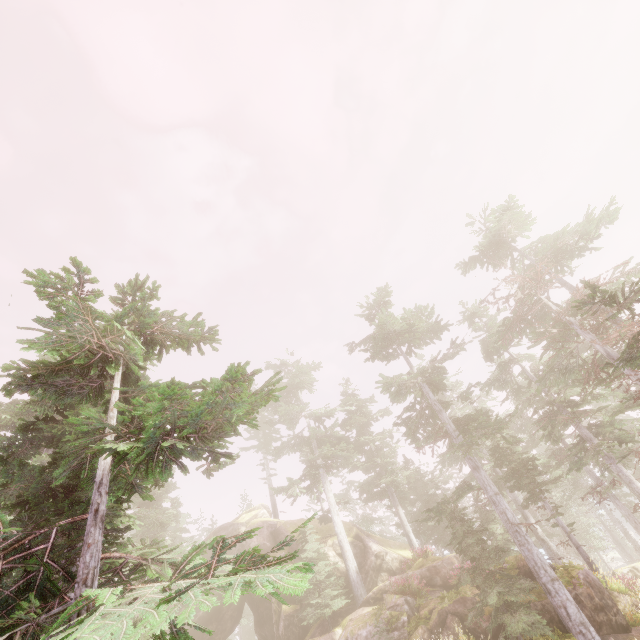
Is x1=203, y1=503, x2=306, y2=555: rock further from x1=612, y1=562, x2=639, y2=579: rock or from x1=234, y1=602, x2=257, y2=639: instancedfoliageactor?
x1=612, y1=562, x2=639, y2=579: rock

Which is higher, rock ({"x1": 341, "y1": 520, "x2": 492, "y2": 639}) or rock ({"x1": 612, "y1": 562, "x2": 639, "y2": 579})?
rock ({"x1": 341, "y1": 520, "x2": 492, "y2": 639})

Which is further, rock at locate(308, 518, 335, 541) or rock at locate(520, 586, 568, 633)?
rock at locate(308, 518, 335, 541)

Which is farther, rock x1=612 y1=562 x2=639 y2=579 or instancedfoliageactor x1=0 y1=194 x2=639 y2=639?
rock x1=612 y1=562 x2=639 y2=579

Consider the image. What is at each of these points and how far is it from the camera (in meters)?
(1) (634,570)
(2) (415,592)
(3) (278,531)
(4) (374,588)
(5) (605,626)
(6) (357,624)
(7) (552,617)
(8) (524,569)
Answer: (1) rock, 29.62
(2) instancedfoliageactor, 19.17
(3) rock, 31.44
(4) rock, 22.22
(5) rock, 13.59
(6) rock, 18.62
(7) rock, 13.80
(8) rock, 16.05

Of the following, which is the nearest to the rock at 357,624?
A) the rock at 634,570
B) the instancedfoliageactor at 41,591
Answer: the instancedfoliageactor at 41,591

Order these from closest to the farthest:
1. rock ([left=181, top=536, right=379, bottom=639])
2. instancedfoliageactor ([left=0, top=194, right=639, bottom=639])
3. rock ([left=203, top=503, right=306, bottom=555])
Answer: instancedfoliageactor ([left=0, top=194, right=639, bottom=639]) < rock ([left=181, top=536, right=379, bottom=639]) < rock ([left=203, top=503, right=306, bottom=555])
